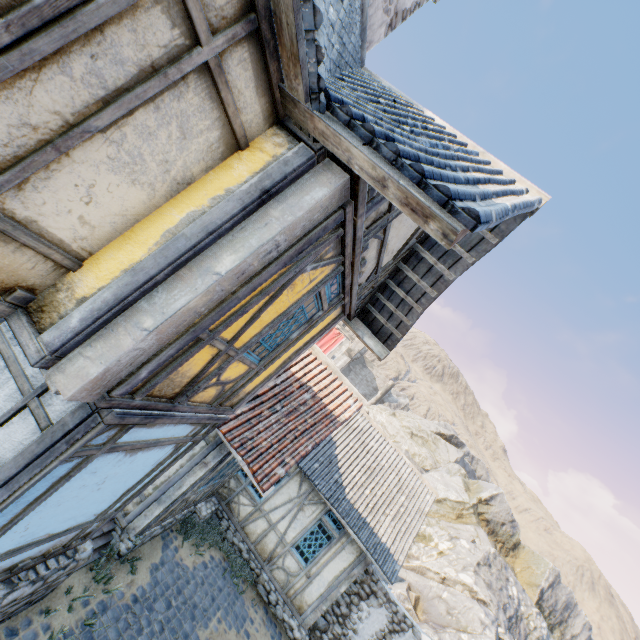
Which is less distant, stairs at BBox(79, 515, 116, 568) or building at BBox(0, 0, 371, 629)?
building at BBox(0, 0, 371, 629)

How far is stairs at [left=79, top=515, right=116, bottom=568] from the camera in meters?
6.3 m

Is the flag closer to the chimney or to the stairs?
the stairs

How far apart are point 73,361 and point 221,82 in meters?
2.5 m

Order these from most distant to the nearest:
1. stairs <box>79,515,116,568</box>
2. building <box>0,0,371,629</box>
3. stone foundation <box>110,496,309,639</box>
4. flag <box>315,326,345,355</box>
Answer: flag <box>315,326,345,355</box> → stone foundation <box>110,496,309,639</box> → stairs <box>79,515,116,568</box> → building <box>0,0,371,629</box>

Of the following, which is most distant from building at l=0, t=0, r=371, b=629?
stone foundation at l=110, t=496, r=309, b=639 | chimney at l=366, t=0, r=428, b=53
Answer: chimney at l=366, t=0, r=428, b=53

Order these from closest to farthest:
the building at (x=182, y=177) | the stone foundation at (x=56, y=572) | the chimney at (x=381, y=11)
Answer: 1. the building at (x=182, y=177)
2. the stone foundation at (x=56, y=572)
3. the chimney at (x=381, y=11)

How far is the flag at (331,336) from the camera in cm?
4647
